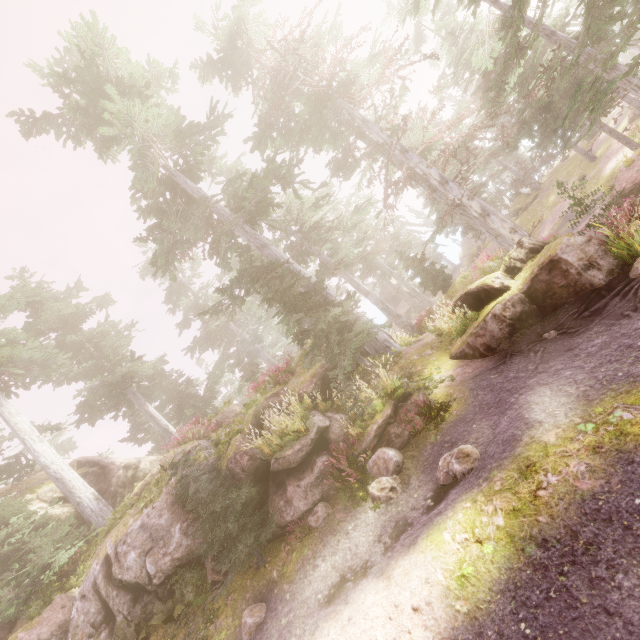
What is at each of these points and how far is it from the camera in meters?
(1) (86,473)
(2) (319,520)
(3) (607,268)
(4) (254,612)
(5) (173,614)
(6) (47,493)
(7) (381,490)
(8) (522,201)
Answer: (1) rock, 17.6
(2) instancedfoliageactor, 7.6
(3) rock, 7.8
(4) instancedfoliageactor, 7.1
(5) instancedfoliageactor, 8.3
(6) rock, 16.8
(7) instancedfoliageactor, 7.1
(8) rock, 34.2

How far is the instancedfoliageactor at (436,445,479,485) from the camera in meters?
5.9

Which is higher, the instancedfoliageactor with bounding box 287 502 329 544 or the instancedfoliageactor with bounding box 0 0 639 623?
the instancedfoliageactor with bounding box 0 0 639 623

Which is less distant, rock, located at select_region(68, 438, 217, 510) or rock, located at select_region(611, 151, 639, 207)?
rock, located at select_region(68, 438, 217, 510)

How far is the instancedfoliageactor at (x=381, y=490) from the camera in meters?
7.1

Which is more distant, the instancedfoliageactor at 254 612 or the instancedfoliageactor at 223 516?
the instancedfoliageactor at 223 516

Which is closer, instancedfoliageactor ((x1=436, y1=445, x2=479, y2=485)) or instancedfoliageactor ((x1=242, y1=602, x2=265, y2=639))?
instancedfoliageactor ((x1=436, y1=445, x2=479, y2=485))

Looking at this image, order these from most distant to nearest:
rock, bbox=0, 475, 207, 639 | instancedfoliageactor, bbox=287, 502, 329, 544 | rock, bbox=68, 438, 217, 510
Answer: rock, bbox=68, 438, 217, 510 < rock, bbox=0, 475, 207, 639 < instancedfoliageactor, bbox=287, 502, 329, 544
